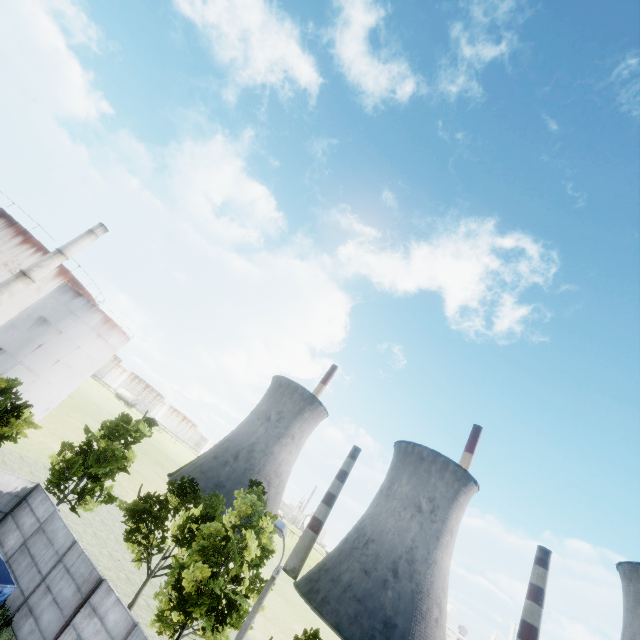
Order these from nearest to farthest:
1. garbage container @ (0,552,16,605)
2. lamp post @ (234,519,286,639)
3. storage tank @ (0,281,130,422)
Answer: lamp post @ (234,519,286,639), garbage container @ (0,552,16,605), storage tank @ (0,281,130,422)

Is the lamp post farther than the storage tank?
No

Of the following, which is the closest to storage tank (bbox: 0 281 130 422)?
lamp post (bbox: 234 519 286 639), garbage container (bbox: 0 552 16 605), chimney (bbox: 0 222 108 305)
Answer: chimney (bbox: 0 222 108 305)

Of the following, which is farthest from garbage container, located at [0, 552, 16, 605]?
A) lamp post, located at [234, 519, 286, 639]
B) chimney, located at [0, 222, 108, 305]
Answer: chimney, located at [0, 222, 108, 305]

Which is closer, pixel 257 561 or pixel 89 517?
A: pixel 257 561

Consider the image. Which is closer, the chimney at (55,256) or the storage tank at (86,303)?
the chimney at (55,256)

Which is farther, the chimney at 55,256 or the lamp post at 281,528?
the chimney at 55,256
